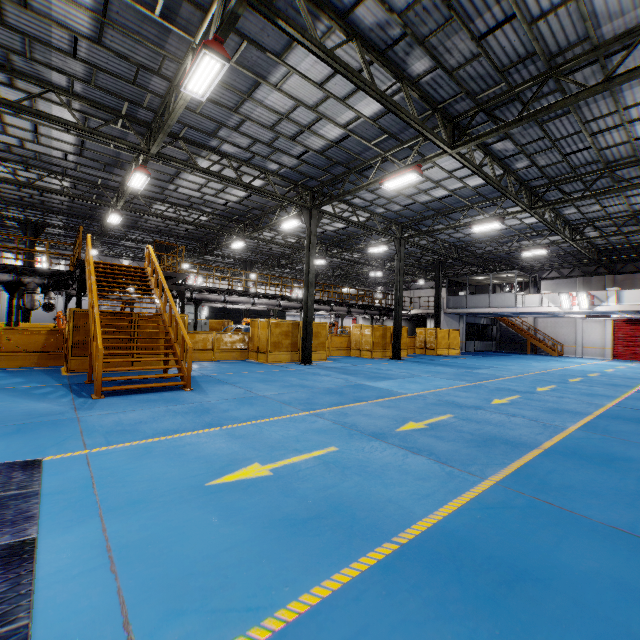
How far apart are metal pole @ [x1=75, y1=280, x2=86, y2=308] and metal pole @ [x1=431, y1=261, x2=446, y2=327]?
23.7m

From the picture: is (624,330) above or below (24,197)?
below

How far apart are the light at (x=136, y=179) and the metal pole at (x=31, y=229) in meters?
12.7 m

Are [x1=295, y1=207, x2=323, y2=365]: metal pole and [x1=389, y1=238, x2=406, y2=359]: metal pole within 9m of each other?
yes

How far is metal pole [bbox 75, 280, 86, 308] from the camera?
12.5m

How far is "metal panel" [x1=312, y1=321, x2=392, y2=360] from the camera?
18.4m

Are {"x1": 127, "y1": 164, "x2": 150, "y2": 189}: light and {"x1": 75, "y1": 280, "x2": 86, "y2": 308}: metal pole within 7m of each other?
yes

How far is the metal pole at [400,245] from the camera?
21.14m
